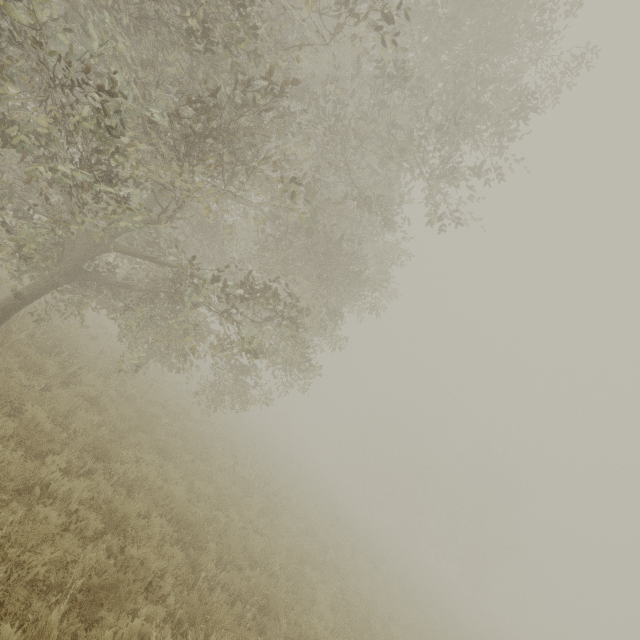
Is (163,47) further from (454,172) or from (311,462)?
(311,462)

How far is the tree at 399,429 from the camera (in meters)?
38.97

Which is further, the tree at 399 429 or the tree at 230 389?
the tree at 399 429

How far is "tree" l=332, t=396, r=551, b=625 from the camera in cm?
3897

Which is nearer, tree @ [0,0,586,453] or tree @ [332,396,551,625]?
tree @ [0,0,586,453]
